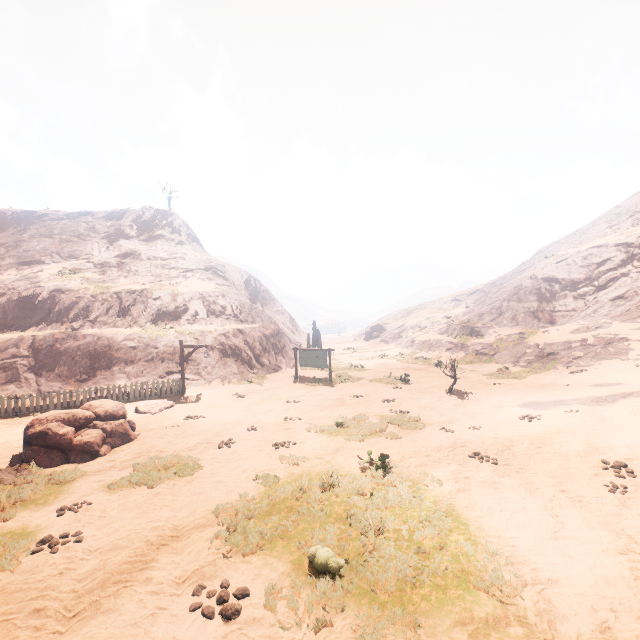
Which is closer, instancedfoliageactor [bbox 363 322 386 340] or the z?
the z

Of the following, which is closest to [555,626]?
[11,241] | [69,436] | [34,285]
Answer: [69,436]

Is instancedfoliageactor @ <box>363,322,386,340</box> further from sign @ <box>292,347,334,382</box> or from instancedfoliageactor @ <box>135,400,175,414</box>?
instancedfoliageactor @ <box>135,400,175,414</box>

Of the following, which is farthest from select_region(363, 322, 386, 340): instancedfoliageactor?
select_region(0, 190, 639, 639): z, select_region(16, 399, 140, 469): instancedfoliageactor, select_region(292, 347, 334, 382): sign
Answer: select_region(16, 399, 140, 469): instancedfoliageactor

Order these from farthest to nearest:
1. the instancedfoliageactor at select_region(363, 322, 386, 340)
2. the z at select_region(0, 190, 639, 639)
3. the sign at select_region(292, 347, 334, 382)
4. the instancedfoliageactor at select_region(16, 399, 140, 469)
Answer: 1. the instancedfoliageactor at select_region(363, 322, 386, 340)
2. the sign at select_region(292, 347, 334, 382)
3. the instancedfoliageactor at select_region(16, 399, 140, 469)
4. the z at select_region(0, 190, 639, 639)

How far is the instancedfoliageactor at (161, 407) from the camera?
14.8m

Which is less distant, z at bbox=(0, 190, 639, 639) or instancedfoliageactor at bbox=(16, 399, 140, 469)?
z at bbox=(0, 190, 639, 639)

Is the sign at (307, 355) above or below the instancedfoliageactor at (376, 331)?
below
